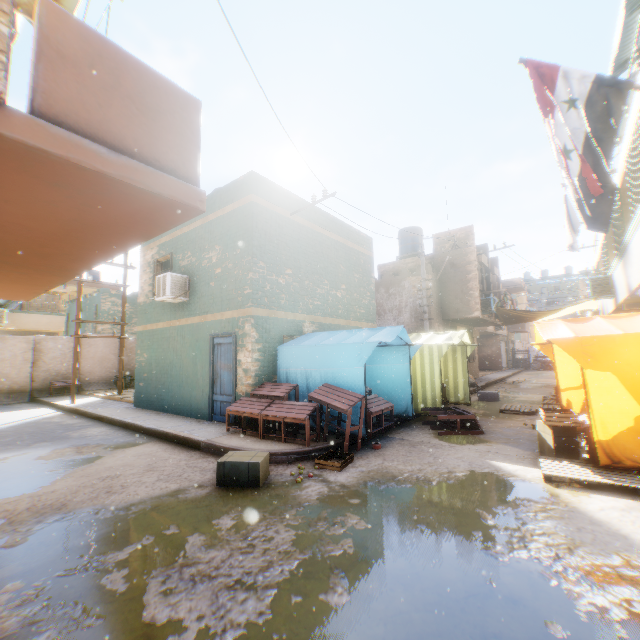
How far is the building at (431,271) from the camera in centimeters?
1659cm

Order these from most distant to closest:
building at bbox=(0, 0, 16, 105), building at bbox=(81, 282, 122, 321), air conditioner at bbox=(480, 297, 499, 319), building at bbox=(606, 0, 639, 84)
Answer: building at bbox=(81, 282, 122, 321) → air conditioner at bbox=(480, 297, 499, 319) → building at bbox=(606, 0, 639, 84) → building at bbox=(0, 0, 16, 105)

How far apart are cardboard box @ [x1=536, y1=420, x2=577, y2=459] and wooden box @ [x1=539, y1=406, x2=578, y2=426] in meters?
0.0

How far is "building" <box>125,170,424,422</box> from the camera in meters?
8.9

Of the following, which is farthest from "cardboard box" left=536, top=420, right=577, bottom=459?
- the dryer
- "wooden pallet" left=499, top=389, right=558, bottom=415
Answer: the dryer

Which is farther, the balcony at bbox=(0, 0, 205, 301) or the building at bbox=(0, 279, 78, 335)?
the building at bbox=(0, 279, 78, 335)

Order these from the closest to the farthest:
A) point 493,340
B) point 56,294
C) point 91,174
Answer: point 91,174 → point 56,294 → point 493,340

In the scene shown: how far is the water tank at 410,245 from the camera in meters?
20.6 m
